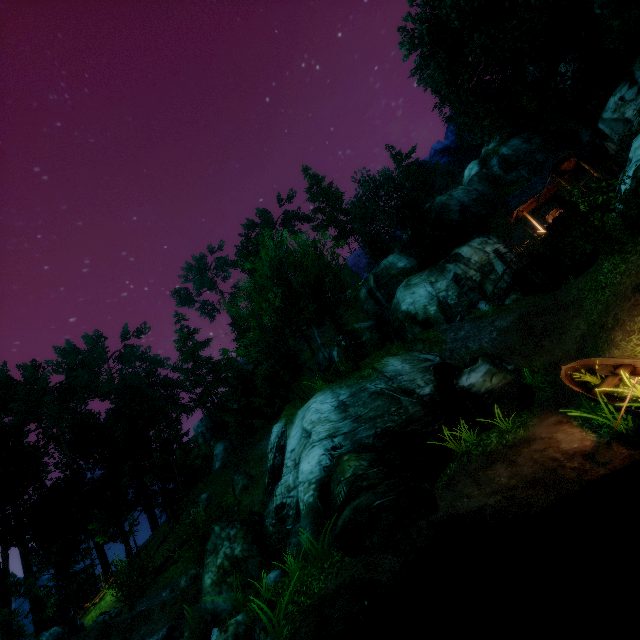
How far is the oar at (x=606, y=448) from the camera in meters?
7.0

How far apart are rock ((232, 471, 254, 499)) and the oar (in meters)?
22.42

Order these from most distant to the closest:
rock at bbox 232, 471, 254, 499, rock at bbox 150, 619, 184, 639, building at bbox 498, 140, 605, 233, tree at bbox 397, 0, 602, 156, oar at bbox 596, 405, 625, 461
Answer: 1. rock at bbox 232, 471, 254, 499
2. building at bbox 498, 140, 605, 233
3. tree at bbox 397, 0, 602, 156
4. rock at bbox 150, 619, 184, 639
5. oar at bbox 596, 405, 625, 461

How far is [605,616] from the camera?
4.86m

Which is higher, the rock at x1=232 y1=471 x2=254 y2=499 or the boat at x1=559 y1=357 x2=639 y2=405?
the rock at x1=232 y1=471 x2=254 y2=499

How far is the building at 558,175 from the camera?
22.5m

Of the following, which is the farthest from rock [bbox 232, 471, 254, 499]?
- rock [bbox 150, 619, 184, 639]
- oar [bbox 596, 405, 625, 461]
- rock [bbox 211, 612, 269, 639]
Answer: oar [bbox 596, 405, 625, 461]

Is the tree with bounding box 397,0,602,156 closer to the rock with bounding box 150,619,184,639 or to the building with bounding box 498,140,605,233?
the building with bounding box 498,140,605,233
